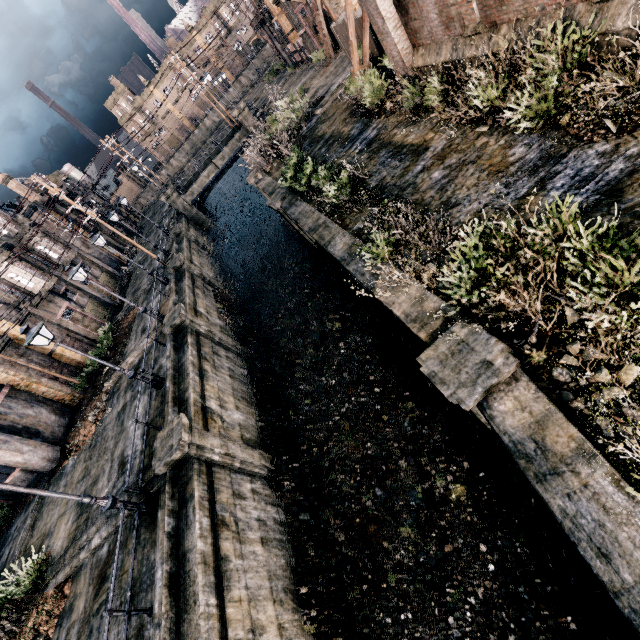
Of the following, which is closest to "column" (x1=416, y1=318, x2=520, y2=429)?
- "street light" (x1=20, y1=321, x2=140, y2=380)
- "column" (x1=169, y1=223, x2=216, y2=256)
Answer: "street light" (x1=20, y1=321, x2=140, y2=380)

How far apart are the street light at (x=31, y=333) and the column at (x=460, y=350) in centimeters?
1328cm

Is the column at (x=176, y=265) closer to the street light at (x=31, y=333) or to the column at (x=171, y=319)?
the column at (x=171, y=319)

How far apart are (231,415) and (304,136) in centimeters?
2038cm

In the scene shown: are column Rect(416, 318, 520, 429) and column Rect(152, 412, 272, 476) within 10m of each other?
yes

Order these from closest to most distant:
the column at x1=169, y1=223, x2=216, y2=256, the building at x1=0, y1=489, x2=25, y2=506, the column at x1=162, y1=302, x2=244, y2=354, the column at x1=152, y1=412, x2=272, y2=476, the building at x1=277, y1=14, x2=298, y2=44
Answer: the column at x1=152, y1=412, x2=272, y2=476
the column at x1=162, y1=302, x2=244, y2=354
the building at x1=0, y1=489, x2=25, y2=506
the column at x1=169, y1=223, x2=216, y2=256
the building at x1=277, y1=14, x2=298, y2=44

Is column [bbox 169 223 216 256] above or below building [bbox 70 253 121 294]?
below

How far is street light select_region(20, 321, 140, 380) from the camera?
12.39m
